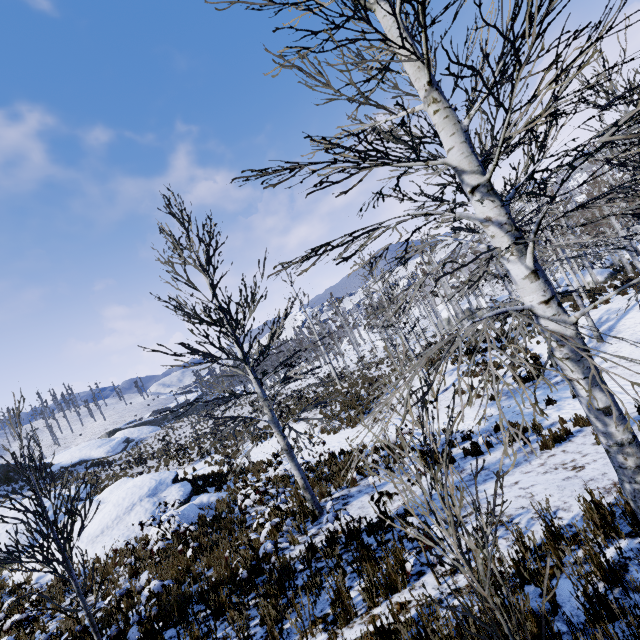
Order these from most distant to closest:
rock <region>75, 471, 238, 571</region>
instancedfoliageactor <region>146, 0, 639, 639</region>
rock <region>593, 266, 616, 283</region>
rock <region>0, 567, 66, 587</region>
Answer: rock <region>593, 266, 616, 283</region> < rock <region>75, 471, 238, 571</region> < rock <region>0, 567, 66, 587</region> < instancedfoliageactor <region>146, 0, 639, 639</region>

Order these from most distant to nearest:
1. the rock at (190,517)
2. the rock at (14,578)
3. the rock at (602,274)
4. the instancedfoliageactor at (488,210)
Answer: the rock at (602,274)
the rock at (190,517)
the rock at (14,578)
the instancedfoliageactor at (488,210)

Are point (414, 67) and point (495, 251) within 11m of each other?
yes

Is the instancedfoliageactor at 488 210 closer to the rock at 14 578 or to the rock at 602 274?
the rock at 602 274

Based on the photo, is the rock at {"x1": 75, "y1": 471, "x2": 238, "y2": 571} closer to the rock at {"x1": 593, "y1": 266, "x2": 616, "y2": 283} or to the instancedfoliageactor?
the instancedfoliageactor

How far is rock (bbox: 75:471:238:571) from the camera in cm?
1088

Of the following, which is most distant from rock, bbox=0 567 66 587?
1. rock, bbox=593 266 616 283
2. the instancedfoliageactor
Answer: rock, bbox=593 266 616 283
